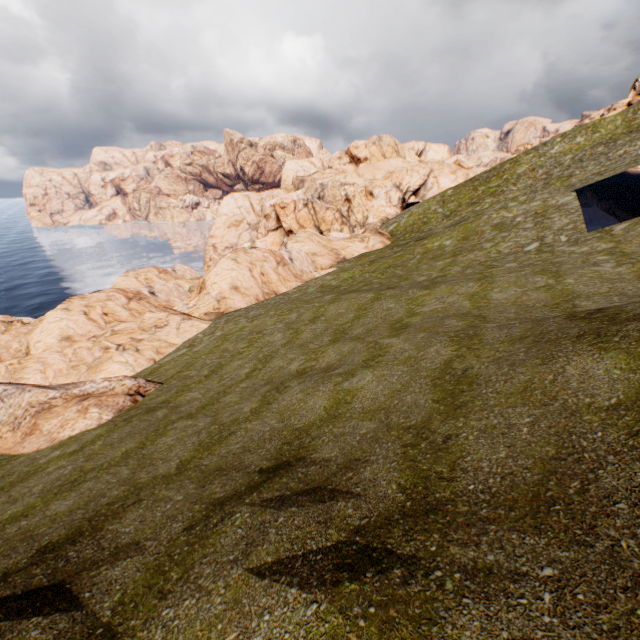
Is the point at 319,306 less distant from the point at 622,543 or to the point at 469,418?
the point at 469,418
